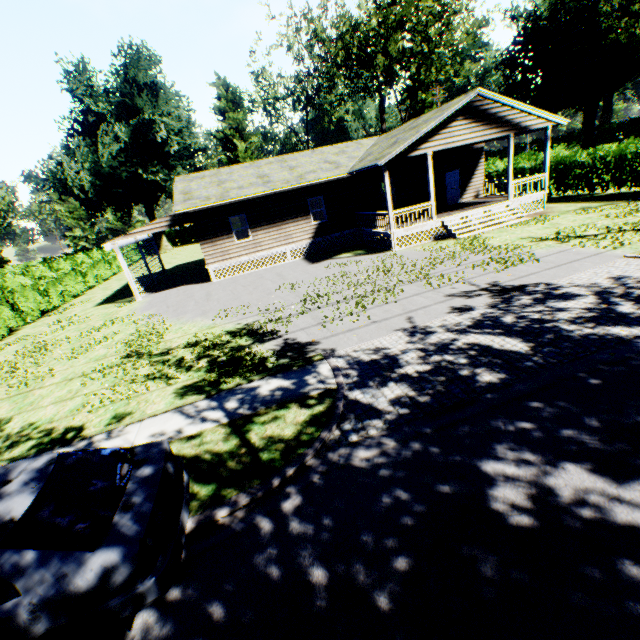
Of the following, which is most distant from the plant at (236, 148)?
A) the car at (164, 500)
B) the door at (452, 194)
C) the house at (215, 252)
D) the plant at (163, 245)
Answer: the car at (164, 500)

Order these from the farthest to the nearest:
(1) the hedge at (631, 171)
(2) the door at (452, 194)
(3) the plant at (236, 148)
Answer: (3) the plant at (236, 148), (2) the door at (452, 194), (1) the hedge at (631, 171)

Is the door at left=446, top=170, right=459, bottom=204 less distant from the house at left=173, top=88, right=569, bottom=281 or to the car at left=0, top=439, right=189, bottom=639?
the house at left=173, top=88, right=569, bottom=281

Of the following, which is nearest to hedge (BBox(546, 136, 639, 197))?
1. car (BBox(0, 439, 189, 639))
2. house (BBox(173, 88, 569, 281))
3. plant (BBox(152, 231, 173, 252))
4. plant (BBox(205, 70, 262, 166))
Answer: house (BBox(173, 88, 569, 281))

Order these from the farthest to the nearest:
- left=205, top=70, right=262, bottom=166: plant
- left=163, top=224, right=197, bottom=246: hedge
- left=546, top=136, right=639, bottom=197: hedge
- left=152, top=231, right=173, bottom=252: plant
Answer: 1. left=163, top=224, right=197, bottom=246: hedge
2. left=152, top=231, right=173, bottom=252: plant
3. left=205, top=70, right=262, bottom=166: plant
4. left=546, top=136, right=639, bottom=197: hedge

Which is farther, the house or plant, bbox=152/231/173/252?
plant, bbox=152/231/173/252

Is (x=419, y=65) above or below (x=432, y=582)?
above

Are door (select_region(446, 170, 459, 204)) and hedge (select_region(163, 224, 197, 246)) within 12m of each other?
no
